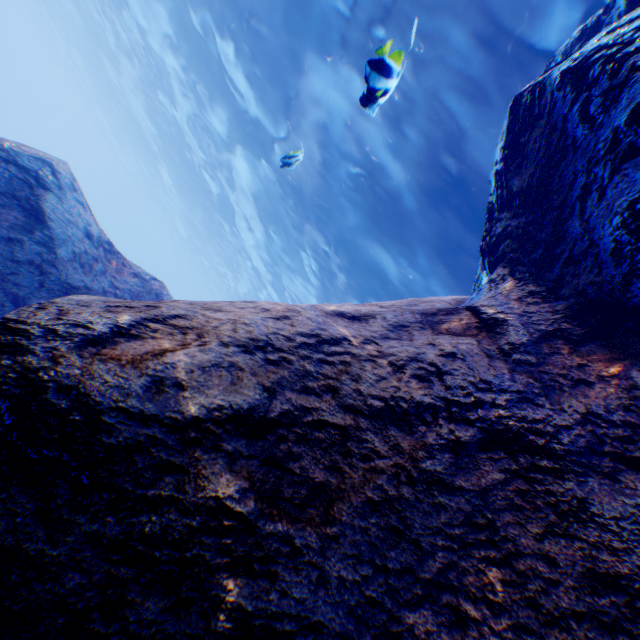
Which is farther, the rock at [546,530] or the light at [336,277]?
the light at [336,277]

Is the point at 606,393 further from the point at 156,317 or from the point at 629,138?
the point at 156,317

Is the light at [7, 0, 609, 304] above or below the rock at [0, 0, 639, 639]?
above

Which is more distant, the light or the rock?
the light

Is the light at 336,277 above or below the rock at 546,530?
above
